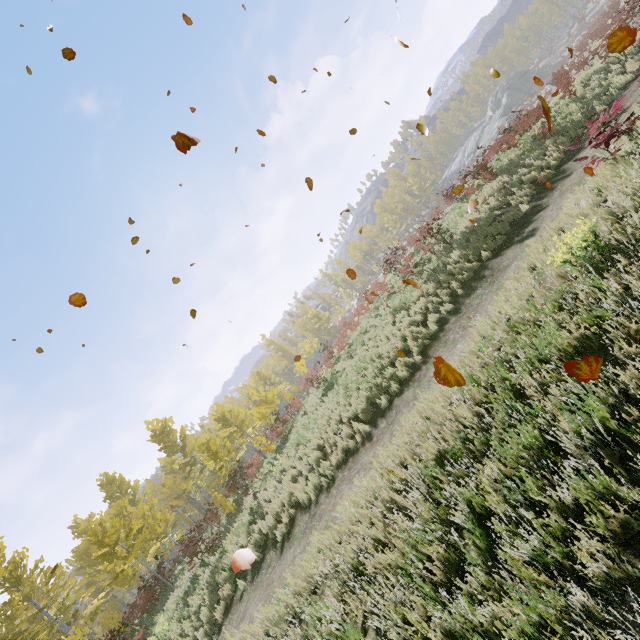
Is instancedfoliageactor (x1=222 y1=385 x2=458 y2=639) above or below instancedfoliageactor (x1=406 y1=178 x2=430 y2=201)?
below

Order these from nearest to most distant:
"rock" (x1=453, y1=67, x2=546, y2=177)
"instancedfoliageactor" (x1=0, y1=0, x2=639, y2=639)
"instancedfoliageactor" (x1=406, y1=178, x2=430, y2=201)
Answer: "instancedfoliageactor" (x1=0, y1=0, x2=639, y2=639) → "rock" (x1=453, y1=67, x2=546, y2=177) → "instancedfoliageactor" (x1=406, y1=178, x2=430, y2=201)

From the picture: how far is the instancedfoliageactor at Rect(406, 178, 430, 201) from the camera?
54.9 meters

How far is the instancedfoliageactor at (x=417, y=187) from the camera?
54.88m

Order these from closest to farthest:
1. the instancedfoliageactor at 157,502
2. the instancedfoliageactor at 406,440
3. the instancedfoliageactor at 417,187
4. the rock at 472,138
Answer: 1. the instancedfoliageactor at 406,440
2. the instancedfoliageactor at 157,502
3. the rock at 472,138
4. the instancedfoliageactor at 417,187

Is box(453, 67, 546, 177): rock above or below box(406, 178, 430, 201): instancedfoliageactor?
below

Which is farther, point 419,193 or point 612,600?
point 419,193

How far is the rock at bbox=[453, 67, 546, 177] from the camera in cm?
4703
